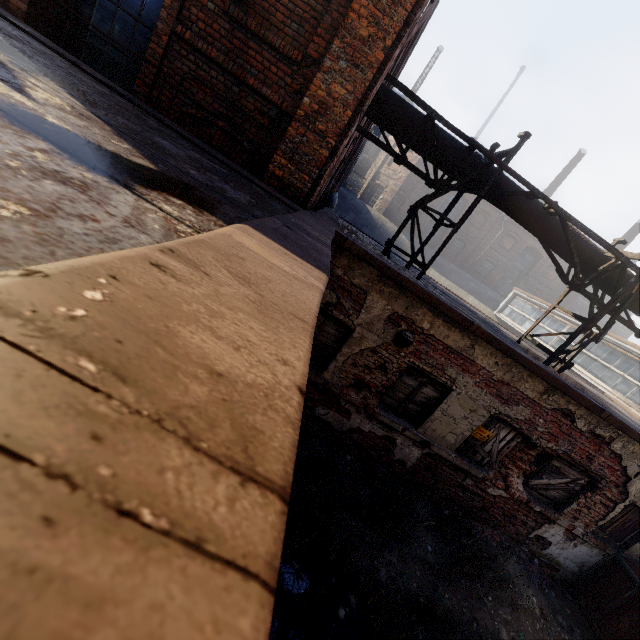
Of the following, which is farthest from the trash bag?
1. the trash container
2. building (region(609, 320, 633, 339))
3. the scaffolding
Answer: building (region(609, 320, 633, 339))

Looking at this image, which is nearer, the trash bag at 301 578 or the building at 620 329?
the trash bag at 301 578

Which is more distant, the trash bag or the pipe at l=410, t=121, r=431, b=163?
the pipe at l=410, t=121, r=431, b=163

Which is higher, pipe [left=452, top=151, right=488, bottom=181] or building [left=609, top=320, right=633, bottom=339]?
building [left=609, top=320, right=633, bottom=339]

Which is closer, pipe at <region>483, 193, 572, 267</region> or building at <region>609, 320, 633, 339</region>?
pipe at <region>483, 193, 572, 267</region>

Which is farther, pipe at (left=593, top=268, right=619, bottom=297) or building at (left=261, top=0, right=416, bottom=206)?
pipe at (left=593, top=268, right=619, bottom=297)

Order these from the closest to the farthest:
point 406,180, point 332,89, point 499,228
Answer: point 332,89 < point 406,180 < point 499,228

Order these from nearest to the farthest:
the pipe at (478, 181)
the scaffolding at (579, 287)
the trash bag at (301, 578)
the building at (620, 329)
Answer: the trash bag at (301, 578)
the scaffolding at (579, 287)
the pipe at (478, 181)
the building at (620, 329)
